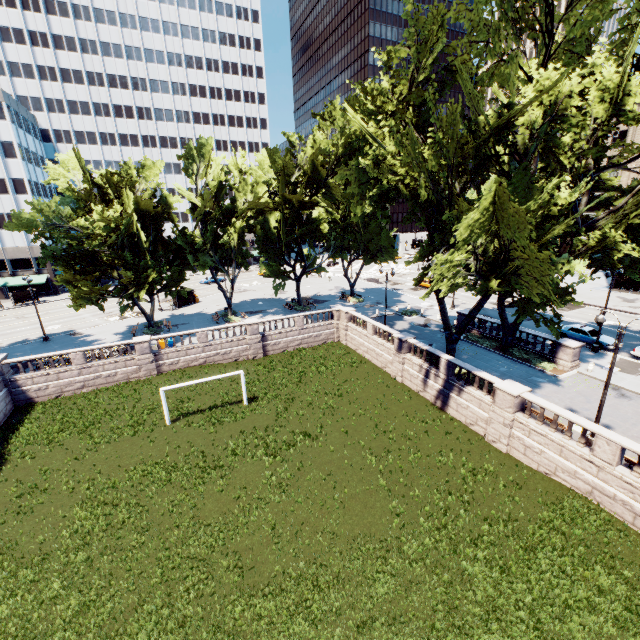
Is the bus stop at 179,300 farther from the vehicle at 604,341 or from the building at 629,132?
the building at 629,132

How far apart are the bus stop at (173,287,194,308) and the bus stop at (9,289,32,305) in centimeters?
2548cm

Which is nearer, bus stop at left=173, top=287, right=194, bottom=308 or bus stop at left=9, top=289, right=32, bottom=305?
bus stop at left=173, top=287, right=194, bottom=308

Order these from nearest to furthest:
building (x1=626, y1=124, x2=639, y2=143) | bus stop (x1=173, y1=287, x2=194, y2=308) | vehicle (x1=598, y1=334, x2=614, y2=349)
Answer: vehicle (x1=598, y1=334, x2=614, y2=349) → bus stop (x1=173, y1=287, x2=194, y2=308) → building (x1=626, y1=124, x2=639, y2=143)

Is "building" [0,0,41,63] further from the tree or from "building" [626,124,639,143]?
"building" [626,124,639,143]

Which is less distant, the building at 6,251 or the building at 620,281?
the building at 620,281

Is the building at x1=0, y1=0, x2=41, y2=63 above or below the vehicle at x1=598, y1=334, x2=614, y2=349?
above

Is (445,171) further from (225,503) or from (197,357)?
(197,357)
